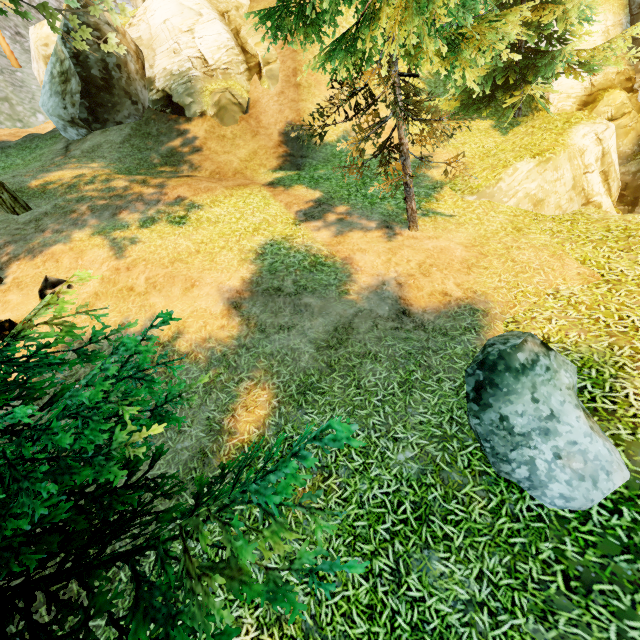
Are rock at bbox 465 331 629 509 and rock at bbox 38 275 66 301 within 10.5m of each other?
yes

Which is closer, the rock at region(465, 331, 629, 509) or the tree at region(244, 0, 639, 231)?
the rock at region(465, 331, 629, 509)

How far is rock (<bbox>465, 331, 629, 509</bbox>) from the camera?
4.0m

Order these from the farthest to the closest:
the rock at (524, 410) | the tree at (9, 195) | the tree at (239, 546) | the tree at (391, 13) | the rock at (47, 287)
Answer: the tree at (9, 195), the rock at (47, 287), the tree at (391, 13), the rock at (524, 410), the tree at (239, 546)

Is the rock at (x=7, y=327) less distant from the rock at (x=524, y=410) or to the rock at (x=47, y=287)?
the rock at (x=47, y=287)

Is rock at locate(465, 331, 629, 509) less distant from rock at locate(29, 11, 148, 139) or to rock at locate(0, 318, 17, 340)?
rock at locate(0, 318, 17, 340)

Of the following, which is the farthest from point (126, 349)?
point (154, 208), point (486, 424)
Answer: point (154, 208)

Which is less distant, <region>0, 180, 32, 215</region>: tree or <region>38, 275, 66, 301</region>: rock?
<region>38, 275, 66, 301</region>: rock
